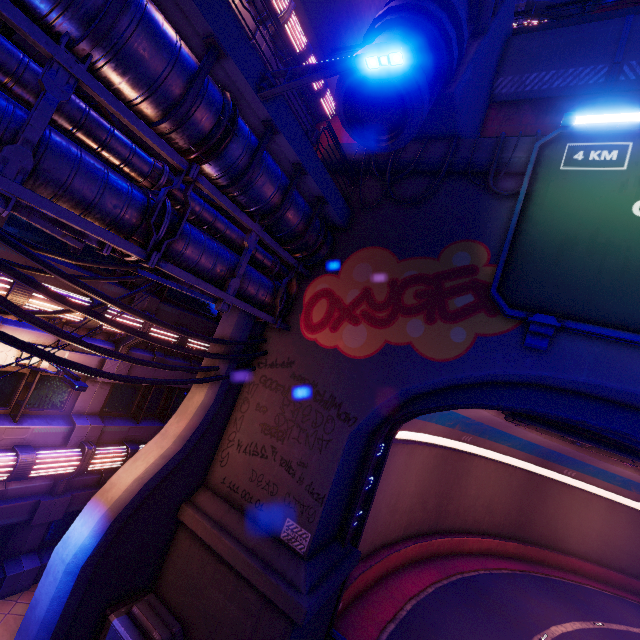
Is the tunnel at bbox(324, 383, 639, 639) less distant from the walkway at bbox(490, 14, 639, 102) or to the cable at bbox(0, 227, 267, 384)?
the cable at bbox(0, 227, 267, 384)

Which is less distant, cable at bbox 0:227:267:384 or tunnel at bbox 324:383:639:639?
cable at bbox 0:227:267:384

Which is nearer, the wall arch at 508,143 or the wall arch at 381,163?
the wall arch at 508,143

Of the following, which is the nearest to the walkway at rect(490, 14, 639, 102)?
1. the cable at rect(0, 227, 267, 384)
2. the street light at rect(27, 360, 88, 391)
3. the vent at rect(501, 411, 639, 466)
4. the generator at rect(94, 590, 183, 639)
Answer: the vent at rect(501, 411, 639, 466)

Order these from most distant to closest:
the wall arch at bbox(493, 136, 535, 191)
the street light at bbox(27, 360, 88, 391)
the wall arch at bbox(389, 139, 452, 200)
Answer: the wall arch at bbox(389, 139, 452, 200)
the wall arch at bbox(493, 136, 535, 191)
the street light at bbox(27, 360, 88, 391)

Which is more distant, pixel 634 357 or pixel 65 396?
pixel 65 396

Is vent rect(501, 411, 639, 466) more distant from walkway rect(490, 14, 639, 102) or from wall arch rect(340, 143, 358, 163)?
walkway rect(490, 14, 639, 102)

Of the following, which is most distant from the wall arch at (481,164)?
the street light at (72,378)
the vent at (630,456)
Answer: the street light at (72,378)
